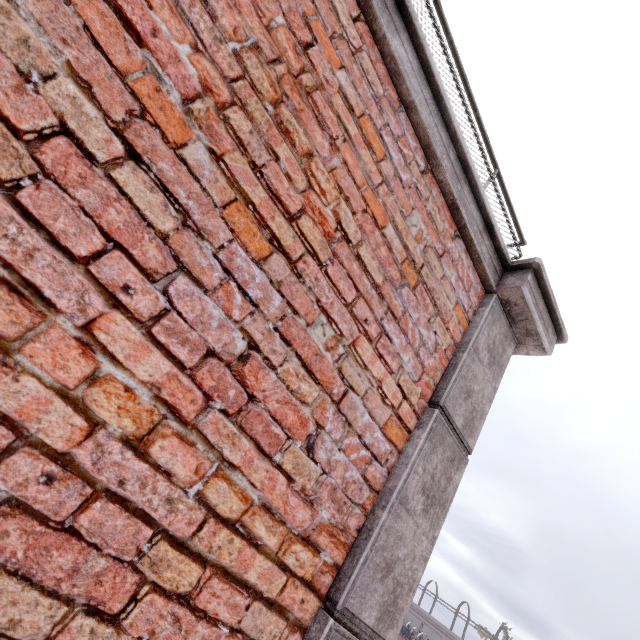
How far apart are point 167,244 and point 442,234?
1.6m
